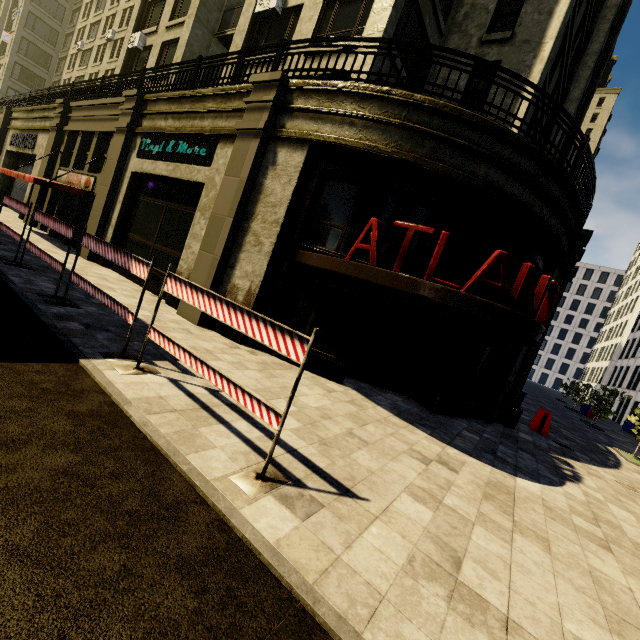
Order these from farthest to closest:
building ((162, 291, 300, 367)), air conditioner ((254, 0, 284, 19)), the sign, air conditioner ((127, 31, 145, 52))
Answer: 1. air conditioner ((127, 31, 145, 52))
2. air conditioner ((254, 0, 284, 19))
3. the sign
4. building ((162, 291, 300, 367))

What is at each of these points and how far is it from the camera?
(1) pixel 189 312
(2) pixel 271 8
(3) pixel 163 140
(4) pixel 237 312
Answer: (1) building, 9.04m
(2) air conditioner, 13.14m
(3) sign, 11.64m
(4) traffic barrier, 3.76m

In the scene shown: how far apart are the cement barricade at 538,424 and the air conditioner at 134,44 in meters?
28.8

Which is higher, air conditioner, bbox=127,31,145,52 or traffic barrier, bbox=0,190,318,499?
air conditioner, bbox=127,31,145,52

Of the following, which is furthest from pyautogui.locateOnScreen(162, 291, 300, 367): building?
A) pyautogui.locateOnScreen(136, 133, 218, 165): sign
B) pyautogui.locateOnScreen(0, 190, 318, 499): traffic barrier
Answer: pyautogui.locateOnScreen(0, 190, 318, 499): traffic barrier

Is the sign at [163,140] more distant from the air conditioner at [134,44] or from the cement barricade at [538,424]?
the cement barricade at [538,424]

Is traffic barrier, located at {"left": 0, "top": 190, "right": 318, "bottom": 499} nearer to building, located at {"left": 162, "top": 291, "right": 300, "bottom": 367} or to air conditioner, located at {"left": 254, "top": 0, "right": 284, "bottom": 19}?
building, located at {"left": 162, "top": 291, "right": 300, "bottom": 367}

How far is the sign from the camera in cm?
1012
